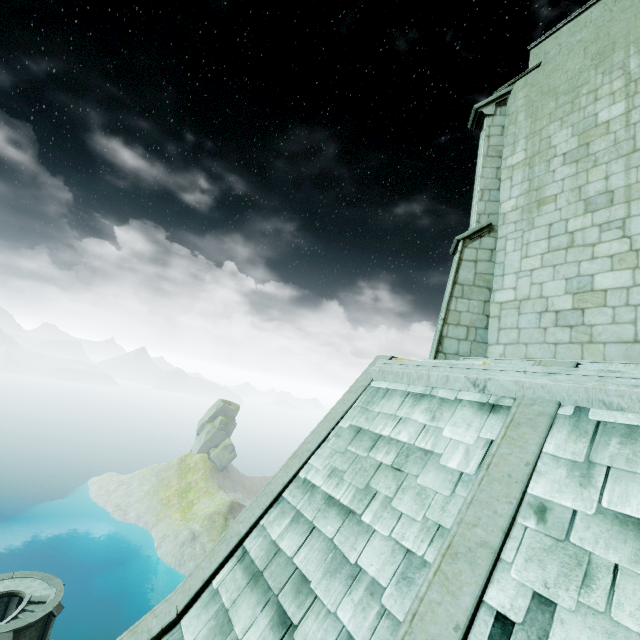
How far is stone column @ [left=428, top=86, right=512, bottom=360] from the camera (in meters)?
7.96

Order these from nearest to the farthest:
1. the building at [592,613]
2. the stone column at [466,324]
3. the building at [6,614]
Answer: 1. the building at [592,613]
2. the stone column at [466,324]
3. the building at [6,614]

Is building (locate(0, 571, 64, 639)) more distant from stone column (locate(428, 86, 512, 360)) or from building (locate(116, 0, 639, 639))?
stone column (locate(428, 86, 512, 360))

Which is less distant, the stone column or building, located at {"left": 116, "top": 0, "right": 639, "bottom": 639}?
building, located at {"left": 116, "top": 0, "right": 639, "bottom": 639}

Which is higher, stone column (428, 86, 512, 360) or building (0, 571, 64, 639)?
stone column (428, 86, 512, 360)

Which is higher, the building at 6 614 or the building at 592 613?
the building at 592 613

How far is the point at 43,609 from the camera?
23.36m

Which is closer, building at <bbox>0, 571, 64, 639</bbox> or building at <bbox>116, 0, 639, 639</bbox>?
building at <bbox>116, 0, 639, 639</bbox>
